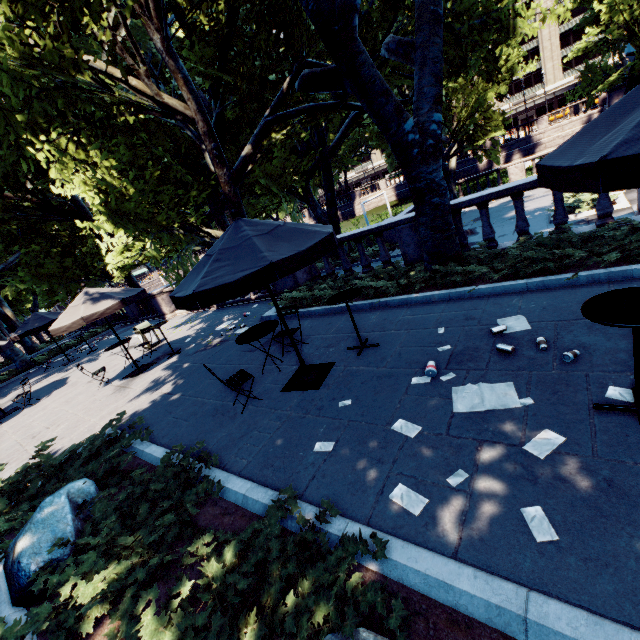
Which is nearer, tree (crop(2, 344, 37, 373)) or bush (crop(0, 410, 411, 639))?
bush (crop(0, 410, 411, 639))

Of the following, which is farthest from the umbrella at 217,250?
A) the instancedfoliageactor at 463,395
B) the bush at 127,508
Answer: the instancedfoliageactor at 463,395

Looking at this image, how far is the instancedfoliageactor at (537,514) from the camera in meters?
2.4 m

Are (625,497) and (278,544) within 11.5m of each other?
yes

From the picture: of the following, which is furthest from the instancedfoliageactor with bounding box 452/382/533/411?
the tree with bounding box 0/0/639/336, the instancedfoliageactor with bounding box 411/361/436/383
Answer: the tree with bounding box 0/0/639/336

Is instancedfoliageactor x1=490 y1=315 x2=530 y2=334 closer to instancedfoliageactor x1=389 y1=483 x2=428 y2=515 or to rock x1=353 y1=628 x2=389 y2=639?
instancedfoliageactor x1=389 y1=483 x2=428 y2=515

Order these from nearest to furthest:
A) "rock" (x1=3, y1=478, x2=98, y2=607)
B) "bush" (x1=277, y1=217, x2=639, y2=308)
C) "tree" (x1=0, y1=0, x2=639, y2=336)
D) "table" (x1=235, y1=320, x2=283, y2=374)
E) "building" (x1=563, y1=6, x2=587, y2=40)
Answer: "rock" (x1=3, y1=478, x2=98, y2=607), "bush" (x1=277, y1=217, x2=639, y2=308), "table" (x1=235, y1=320, x2=283, y2=374), "tree" (x1=0, y1=0, x2=639, y2=336), "building" (x1=563, y1=6, x2=587, y2=40)

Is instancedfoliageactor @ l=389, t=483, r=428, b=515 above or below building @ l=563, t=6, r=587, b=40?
below
